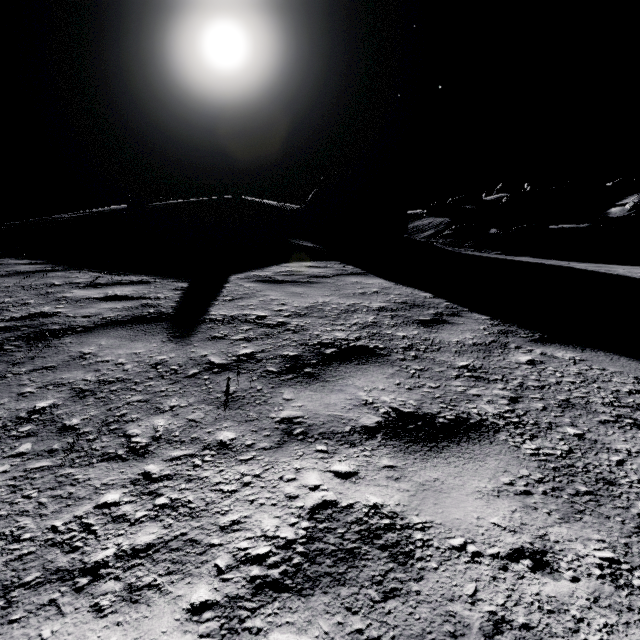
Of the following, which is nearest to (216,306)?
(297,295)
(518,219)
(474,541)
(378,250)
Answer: (297,295)

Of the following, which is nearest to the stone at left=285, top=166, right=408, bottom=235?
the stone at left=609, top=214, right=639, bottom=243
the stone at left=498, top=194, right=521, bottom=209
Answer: the stone at left=609, top=214, right=639, bottom=243

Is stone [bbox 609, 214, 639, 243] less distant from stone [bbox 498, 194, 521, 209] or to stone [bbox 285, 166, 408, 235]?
stone [bbox 498, 194, 521, 209]

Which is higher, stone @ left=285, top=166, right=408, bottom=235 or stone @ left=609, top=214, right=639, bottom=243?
stone @ left=285, top=166, right=408, bottom=235

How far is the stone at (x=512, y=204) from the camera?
58.06m

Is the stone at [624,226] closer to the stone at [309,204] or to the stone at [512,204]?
the stone at [512,204]

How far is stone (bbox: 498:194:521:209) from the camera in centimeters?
5806cm
